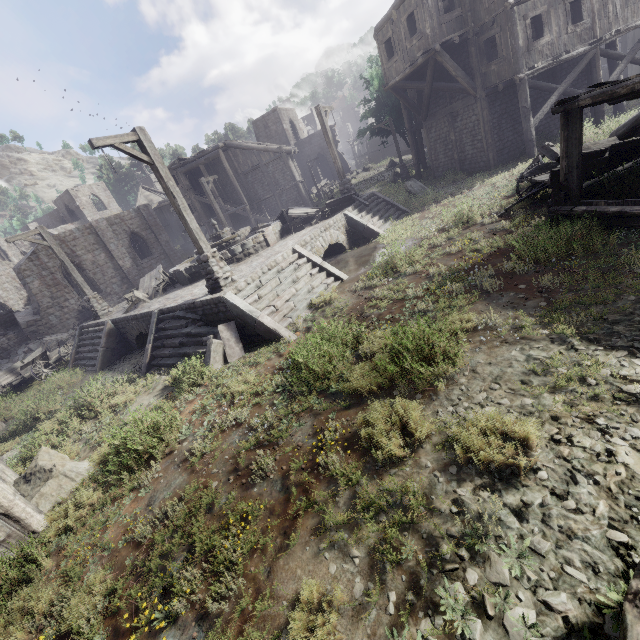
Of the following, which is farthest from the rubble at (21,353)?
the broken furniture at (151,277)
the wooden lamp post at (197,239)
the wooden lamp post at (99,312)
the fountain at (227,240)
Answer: the wooden lamp post at (197,239)

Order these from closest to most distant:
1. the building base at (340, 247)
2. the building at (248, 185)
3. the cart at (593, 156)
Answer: the cart at (593, 156) < the building base at (340, 247) < the building at (248, 185)

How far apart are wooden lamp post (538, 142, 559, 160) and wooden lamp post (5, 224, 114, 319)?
19.55m

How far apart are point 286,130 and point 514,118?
31.7m

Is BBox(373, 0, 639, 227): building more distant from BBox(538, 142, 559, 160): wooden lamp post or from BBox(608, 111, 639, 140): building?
BBox(538, 142, 559, 160): wooden lamp post

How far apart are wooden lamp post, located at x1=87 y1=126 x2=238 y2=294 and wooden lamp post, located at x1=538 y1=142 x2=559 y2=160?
11.8m

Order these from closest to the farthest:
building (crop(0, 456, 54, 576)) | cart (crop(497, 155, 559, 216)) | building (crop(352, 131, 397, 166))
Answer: building (crop(0, 456, 54, 576)) → cart (crop(497, 155, 559, 216)) → building (crop(352, 131, 397, 166))

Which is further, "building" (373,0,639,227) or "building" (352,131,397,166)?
"building" (352,131,397,166)
